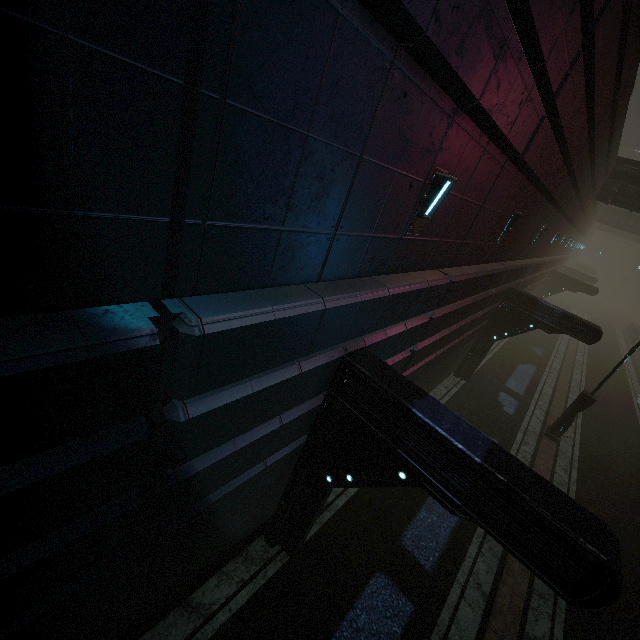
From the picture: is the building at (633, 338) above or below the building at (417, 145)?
below

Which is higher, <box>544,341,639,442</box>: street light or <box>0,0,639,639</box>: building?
<box>0,0,639,639</box>: building

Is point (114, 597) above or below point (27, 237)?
below

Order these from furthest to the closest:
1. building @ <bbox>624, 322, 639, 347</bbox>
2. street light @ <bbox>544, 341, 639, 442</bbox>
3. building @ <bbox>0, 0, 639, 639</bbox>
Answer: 1. building @ <bbox>624, 322, 639, 347</bbox>
2. street light @ <bbox>544, 341, 639, 442</bbox>
3. building @ <bbox>0, 0, 639, 639</bbox>

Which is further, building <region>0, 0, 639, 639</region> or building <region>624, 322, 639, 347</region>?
building <region>624, 322, 639, 347</region>

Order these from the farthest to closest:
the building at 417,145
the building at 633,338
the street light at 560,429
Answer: the building at 633,338, the street light at 560,429, the building at 417,145

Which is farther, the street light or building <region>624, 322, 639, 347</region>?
building <region>624, 322, 639, 347</region>
